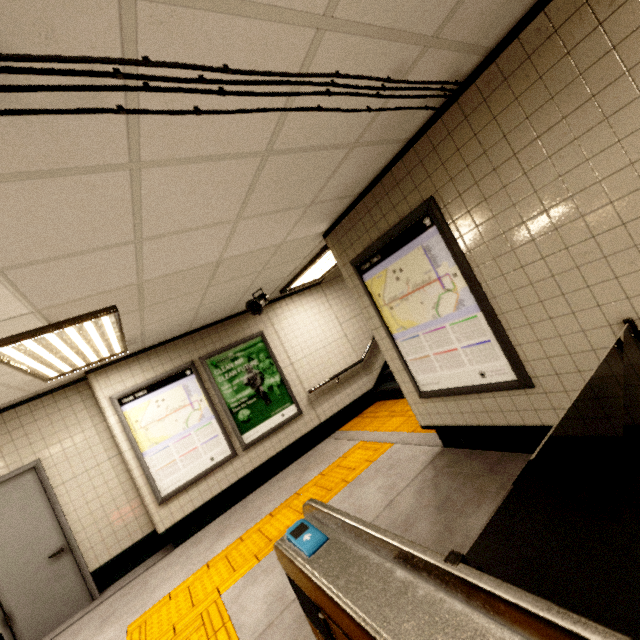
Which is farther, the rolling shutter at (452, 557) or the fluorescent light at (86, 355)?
the fluorescent light at (86, 355)

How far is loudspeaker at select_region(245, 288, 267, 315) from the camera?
5.00m

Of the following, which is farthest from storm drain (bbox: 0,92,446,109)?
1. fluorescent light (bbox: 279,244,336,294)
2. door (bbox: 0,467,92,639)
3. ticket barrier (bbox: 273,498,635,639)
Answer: ticket barrier (bbox: 273,498,635,639)

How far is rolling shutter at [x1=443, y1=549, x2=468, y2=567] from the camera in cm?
93

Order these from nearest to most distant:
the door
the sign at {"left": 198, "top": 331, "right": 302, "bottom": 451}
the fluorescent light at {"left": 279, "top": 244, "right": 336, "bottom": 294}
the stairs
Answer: the door → the fluorescent light at {"left": 279, "top": 244, "right": 336, "bottom": 294} → the sign at {"left": 198, "top": 331, "right": 302, "bottom": 451} → the stairs

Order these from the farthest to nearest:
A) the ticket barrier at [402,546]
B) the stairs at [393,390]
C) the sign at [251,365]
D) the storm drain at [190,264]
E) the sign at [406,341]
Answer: the stairs at [393,390], the sign at [251,365], the sign at [406,341], the storm drain at [190,264], the ticket barrier at [402,546]

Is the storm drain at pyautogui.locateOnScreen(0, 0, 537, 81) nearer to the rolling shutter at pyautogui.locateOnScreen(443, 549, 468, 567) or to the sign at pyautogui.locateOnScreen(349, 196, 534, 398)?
the sign at pyautogui.locateOnScreen(349, 196, 534, 398)

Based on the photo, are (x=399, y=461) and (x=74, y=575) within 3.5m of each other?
no
